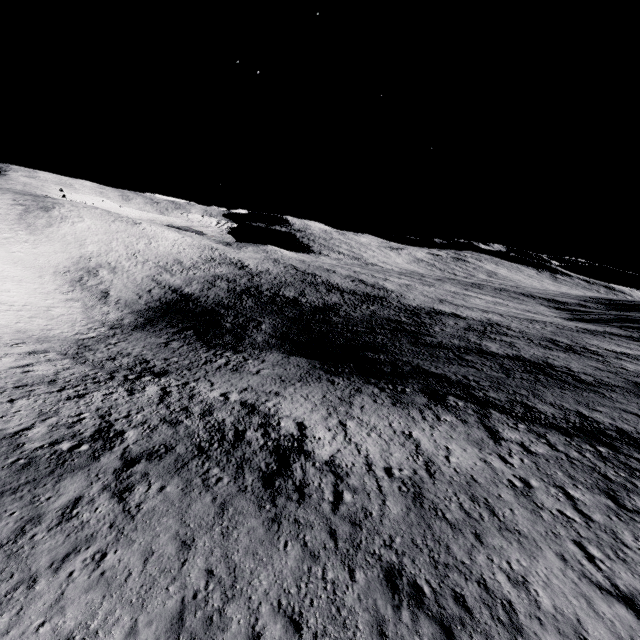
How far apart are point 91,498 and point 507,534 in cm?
1547
